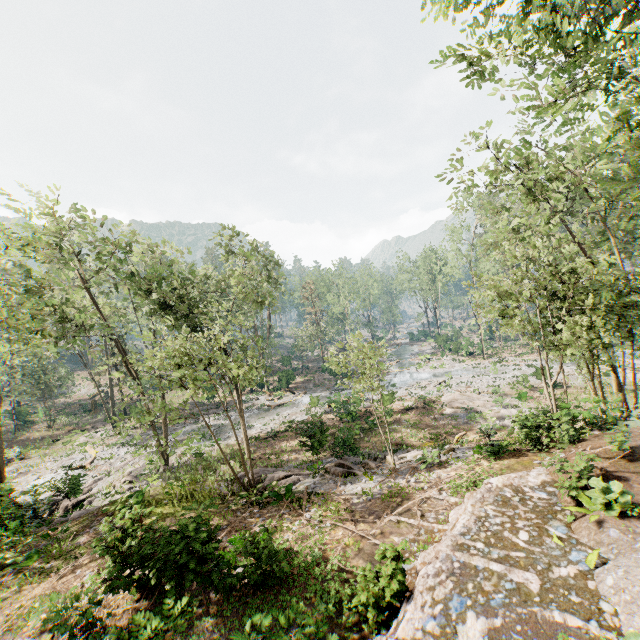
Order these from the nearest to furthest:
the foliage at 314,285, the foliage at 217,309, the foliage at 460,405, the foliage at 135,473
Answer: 1. the foliage at 217,309
2. the foliage at 460,405
3. the foliage at 314,285
4. the foliage at 135,473

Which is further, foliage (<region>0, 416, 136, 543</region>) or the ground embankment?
foliage (<region>0, 416, 136, 543</region>)

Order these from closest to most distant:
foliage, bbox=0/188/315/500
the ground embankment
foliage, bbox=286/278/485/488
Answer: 1. the ground embankment
2. foliage, bbox=0/188/315/500
3. foliage, bbox=286/278/485/488

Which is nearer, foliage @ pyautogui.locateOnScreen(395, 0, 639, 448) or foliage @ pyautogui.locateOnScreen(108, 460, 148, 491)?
foliage @ pyautogui.locateOnScreen(395, 0, 639, 448)

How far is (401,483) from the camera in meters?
14.5

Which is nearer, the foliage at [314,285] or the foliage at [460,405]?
the foliage at [460,405]

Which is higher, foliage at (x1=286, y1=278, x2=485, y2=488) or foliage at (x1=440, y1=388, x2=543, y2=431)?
foliage at (x1=286, y1=278, x2=485, y2=488)
